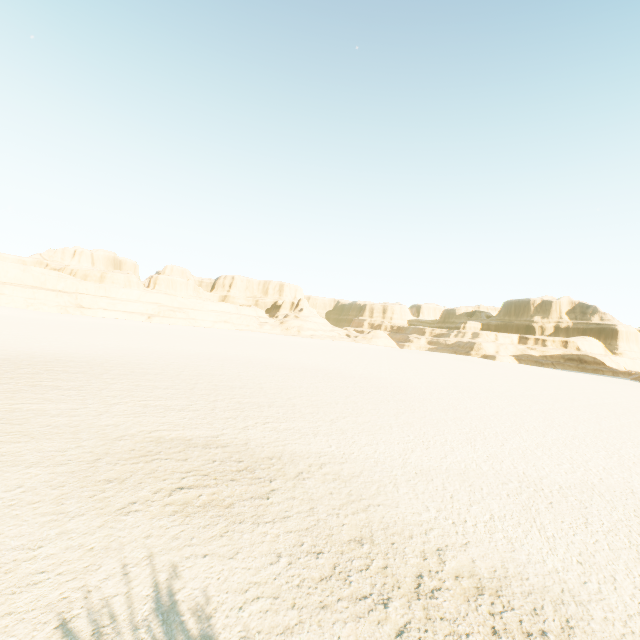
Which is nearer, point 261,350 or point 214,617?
point 214,617
